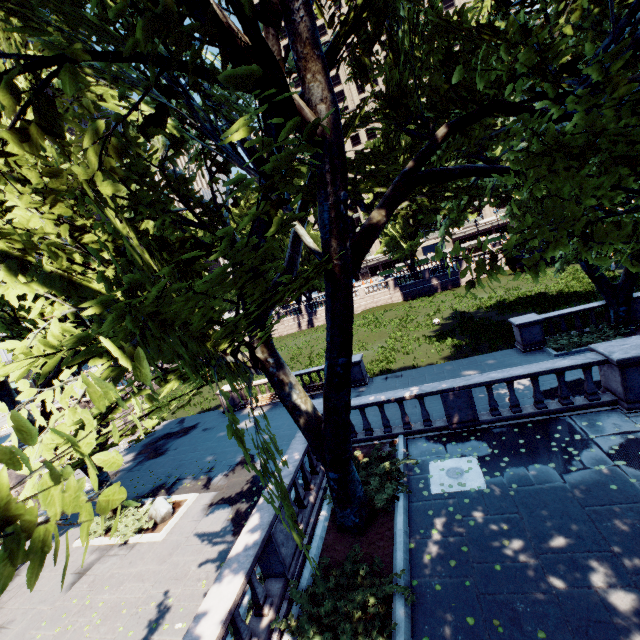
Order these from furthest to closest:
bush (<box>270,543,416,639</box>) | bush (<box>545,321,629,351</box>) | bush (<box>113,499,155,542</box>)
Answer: bush (<box>545,321,629,351</box>) < bush (<box>113,499,155,542</box>) < bush (<box>270,543,416,639</box>)

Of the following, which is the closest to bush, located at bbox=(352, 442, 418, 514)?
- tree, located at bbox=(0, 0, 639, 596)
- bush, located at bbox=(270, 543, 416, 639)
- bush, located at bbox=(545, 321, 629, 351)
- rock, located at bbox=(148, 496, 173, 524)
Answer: tree, located at bbox=(0, 0, 639, 596)

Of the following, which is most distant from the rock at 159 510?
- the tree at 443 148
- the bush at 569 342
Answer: the bush at 569 342

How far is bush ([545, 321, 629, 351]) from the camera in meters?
16.4

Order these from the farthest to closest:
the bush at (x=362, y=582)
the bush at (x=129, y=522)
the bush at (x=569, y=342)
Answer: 1. the bush at (x=569, y=342)
2. the bush at (x=129, y=522)
3. the bush at (x=362, y=582)

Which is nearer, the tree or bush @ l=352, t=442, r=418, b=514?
the tree

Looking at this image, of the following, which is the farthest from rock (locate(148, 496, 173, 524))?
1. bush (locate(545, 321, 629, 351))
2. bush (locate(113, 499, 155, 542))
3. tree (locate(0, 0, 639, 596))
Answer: bush (locate(545, 321, 629, 351))

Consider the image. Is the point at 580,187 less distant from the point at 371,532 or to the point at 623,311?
the point at 623,311
